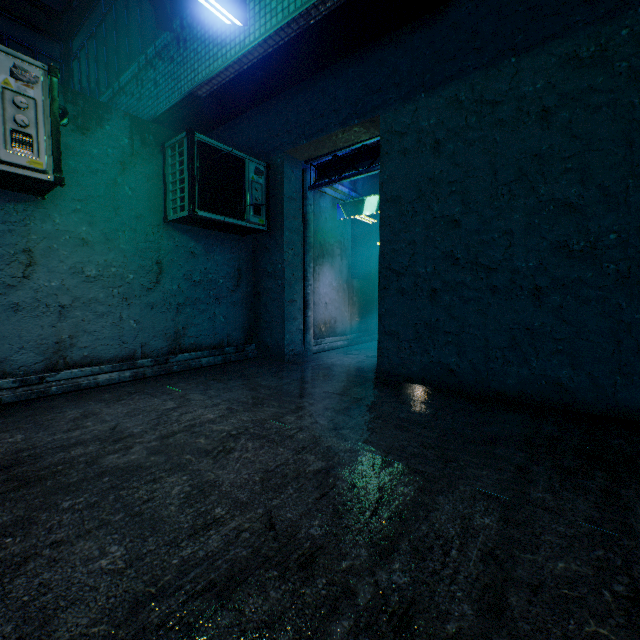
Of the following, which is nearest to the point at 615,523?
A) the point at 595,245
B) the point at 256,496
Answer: the point at 256,496

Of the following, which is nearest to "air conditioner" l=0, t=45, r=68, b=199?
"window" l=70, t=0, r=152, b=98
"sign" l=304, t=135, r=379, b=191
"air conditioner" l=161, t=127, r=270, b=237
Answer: "air conditioner" l=161, t=127, r=270, b=237

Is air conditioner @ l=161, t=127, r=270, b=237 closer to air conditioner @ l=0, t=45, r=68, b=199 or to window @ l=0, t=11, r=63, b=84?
air conditioner @ l=0, t=45, r=68, b=199

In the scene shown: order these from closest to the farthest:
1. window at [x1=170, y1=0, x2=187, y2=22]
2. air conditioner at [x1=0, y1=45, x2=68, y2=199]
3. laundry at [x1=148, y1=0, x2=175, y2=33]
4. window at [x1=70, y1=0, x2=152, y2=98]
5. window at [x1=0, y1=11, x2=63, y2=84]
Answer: air conditioner at [x1=0, y1=45, x2=68, y2=199]
laundry at [x1=148, y1=0, x2=175, y2=33]
window at [x1=170, y1=0, x2=187, y2=22]
window at [x1=70, y1=0, x2=152, y2=98]
window at [x1=0, y1=11, x2=63, y2=84]

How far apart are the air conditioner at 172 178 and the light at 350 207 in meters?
1.7

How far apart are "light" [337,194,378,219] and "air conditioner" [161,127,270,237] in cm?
166

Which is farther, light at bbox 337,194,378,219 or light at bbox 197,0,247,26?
light at bbox 337,194,378,219

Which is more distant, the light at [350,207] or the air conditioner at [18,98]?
the light at [350,207]
